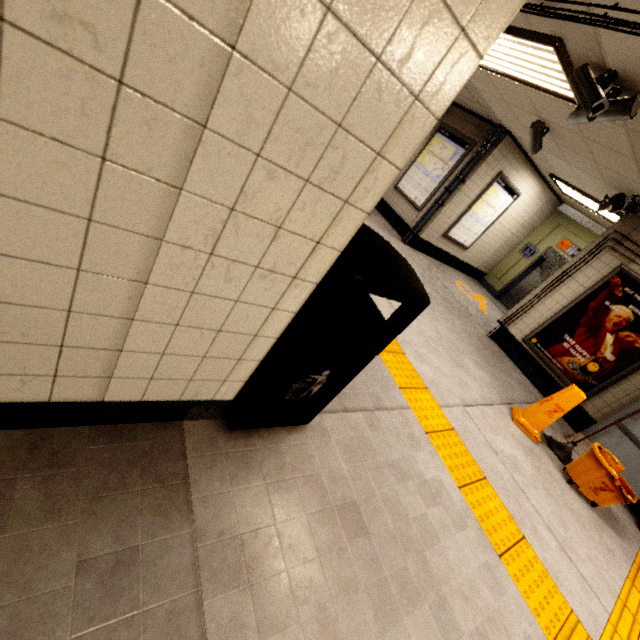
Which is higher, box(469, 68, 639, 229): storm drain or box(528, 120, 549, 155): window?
box(469, 68, 639, 229): storm drain

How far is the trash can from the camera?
1.3 meters

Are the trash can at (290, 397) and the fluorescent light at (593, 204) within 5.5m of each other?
no

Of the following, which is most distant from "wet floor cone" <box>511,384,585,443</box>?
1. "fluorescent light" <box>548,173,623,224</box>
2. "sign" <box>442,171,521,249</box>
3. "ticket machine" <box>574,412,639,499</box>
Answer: "sign" <box>442,171,521,249</box>

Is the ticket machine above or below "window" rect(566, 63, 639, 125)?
below

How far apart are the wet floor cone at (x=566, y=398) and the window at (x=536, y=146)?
3.8 meters

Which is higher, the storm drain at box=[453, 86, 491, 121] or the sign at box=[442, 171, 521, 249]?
the storm drain at box=[453, 86, 491, 121]

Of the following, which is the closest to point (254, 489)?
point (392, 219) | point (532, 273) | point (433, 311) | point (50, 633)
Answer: point (50, 633)
